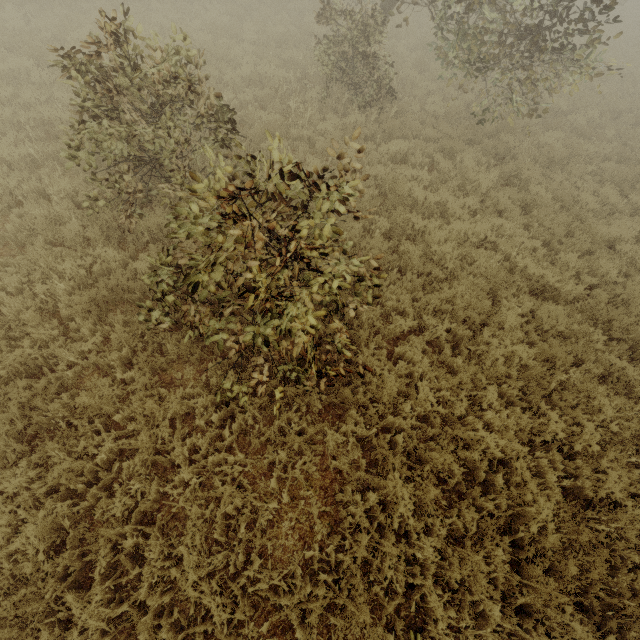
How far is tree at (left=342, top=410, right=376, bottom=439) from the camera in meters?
4.6 m

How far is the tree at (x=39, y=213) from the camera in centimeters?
568cm

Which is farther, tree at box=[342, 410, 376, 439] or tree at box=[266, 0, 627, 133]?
tree at box=[266, 0, 627, 133]

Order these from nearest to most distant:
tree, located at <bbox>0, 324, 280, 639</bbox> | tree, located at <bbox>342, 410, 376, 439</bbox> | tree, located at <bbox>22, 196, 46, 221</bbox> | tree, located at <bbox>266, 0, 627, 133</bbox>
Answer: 1. tree, located at <bbox>0, 324, 280, 639</bbox>
2. tree, located at <bbox>342, 410, 376, 439</bbox>
3. tree, located at <bbox>22, 196, 46, 221</bbox>
4. tree, located at <bbox>266, 0, 627, 133</bbox>

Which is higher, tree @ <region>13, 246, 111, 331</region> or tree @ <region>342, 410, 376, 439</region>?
tree @ <region>342, 410, 376, 439</region>

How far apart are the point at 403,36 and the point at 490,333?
15.6m

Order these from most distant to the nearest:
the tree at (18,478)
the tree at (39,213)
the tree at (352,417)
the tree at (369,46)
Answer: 1. the tree at (369,46)
2. the tree at (39,213)
3. the tree at (352,417)
4. the tree at (18,478)
